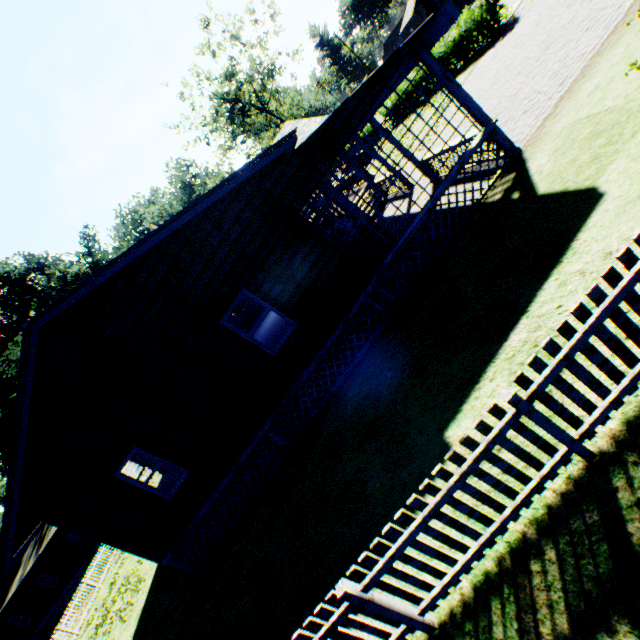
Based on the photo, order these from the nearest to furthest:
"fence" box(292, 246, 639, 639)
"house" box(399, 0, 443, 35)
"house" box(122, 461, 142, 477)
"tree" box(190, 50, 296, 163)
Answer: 1. "fence" box(292, 246, 639, 639)
2. "house" box(122, 461, 142, 477)
3. "tree" box(190, 50, 296, 163)
4. "house" box(399, 0, 443, 35)

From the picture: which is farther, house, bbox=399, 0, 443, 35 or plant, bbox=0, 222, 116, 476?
house, bbox=399, 0, 443, 35

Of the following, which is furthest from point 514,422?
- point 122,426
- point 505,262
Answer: point 122,426

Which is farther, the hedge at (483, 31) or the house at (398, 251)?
the hedge at (483, 31)

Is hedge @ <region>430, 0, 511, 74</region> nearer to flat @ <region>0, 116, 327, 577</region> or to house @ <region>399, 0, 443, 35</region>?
flat @ <region>0, 116, 327, 577</region>

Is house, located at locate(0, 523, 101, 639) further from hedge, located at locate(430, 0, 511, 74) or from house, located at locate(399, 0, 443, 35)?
house, located at locate(399, 0, 443, 35)

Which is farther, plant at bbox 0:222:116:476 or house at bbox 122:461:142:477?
plant at bbox 0:222:116:476

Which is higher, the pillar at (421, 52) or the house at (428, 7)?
the house at (428, 7)
